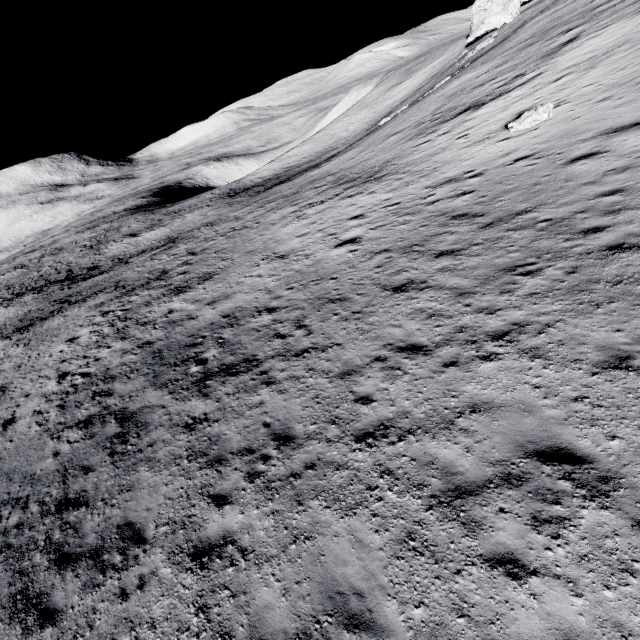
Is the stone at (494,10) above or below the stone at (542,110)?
above

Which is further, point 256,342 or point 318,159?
point 318,159

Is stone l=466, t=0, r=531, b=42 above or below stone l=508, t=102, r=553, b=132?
above

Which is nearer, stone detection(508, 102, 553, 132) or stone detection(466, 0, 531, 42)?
stone detection(508, 102, 553, 132)

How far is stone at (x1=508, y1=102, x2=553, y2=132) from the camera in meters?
15.6

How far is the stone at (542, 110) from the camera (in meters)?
15.62
